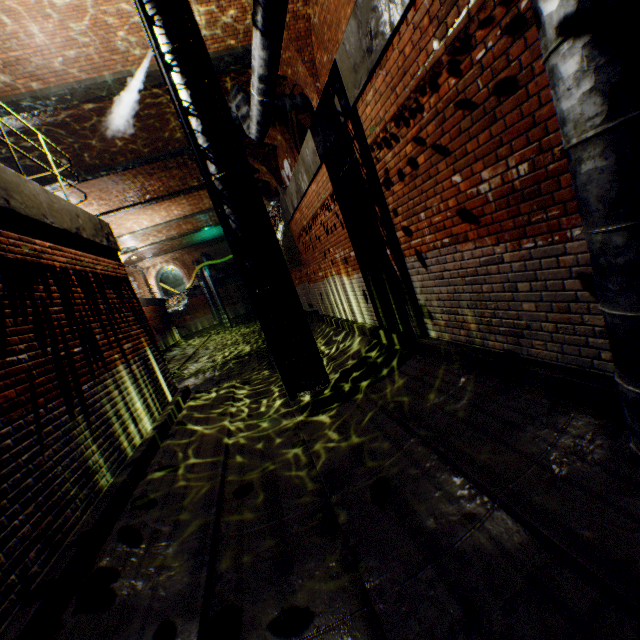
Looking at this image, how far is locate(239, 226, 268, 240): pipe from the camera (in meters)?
5.45

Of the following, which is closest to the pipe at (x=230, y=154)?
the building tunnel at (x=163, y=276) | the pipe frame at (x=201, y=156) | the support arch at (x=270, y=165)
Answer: the pipe frame at (x=201, y=156)

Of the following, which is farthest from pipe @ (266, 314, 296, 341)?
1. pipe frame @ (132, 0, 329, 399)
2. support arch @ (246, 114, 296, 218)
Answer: support arch @ (246, 114, 296, 218)

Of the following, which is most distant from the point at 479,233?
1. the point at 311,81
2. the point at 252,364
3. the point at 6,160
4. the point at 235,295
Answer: the point at 235,295

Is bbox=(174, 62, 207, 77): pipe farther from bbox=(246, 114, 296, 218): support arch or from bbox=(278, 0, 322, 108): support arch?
bbox=(246, 114, 296, 218): support arch

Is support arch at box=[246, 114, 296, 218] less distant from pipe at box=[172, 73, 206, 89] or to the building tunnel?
pipe at box=[172, 73, 206, 89]

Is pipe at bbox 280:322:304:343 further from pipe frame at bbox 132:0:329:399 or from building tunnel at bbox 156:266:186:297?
building tunnel at bbox 156:266:186:297
